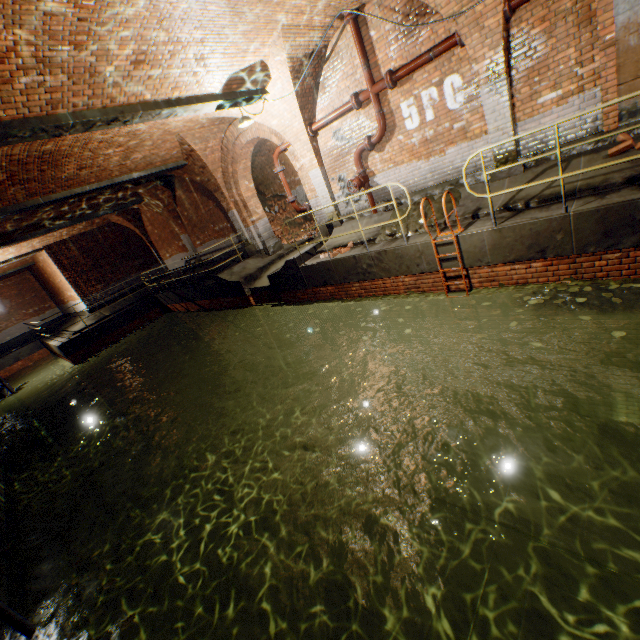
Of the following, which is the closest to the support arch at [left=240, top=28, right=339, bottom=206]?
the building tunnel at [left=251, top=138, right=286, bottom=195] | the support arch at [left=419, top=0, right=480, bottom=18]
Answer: the building tunnel at [left=251, top=138, right=286, bottom=195]

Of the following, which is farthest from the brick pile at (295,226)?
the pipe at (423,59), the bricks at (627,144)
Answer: the bricks at (627,144)

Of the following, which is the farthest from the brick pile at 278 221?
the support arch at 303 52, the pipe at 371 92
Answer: the pipe at 371 92

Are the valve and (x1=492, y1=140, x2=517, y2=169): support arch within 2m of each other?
no

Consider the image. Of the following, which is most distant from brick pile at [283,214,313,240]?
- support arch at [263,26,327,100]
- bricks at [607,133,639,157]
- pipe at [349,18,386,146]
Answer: bricks at [607,133,639,157]

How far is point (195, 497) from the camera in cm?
1048

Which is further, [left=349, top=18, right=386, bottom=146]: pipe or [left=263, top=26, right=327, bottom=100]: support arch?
[left=349, top=18, right=386, bottom=146]: pipe

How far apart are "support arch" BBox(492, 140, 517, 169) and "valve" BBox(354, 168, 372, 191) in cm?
301
